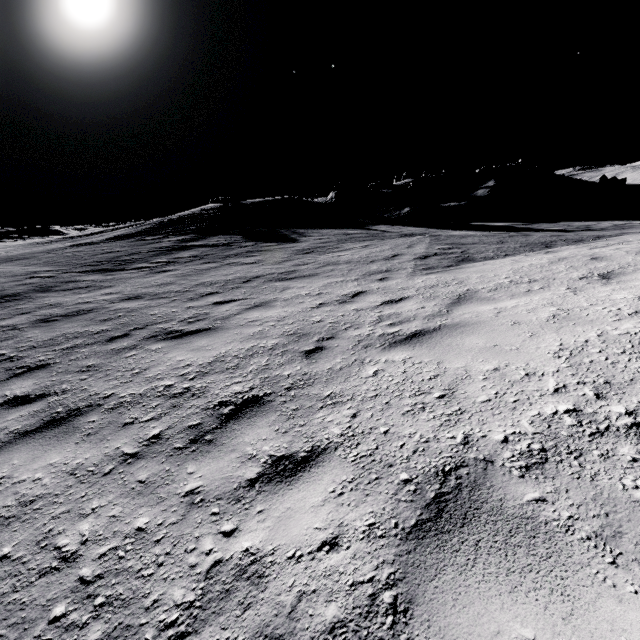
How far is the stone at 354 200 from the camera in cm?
2863

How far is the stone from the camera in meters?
28.6

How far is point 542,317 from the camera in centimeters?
372cm
